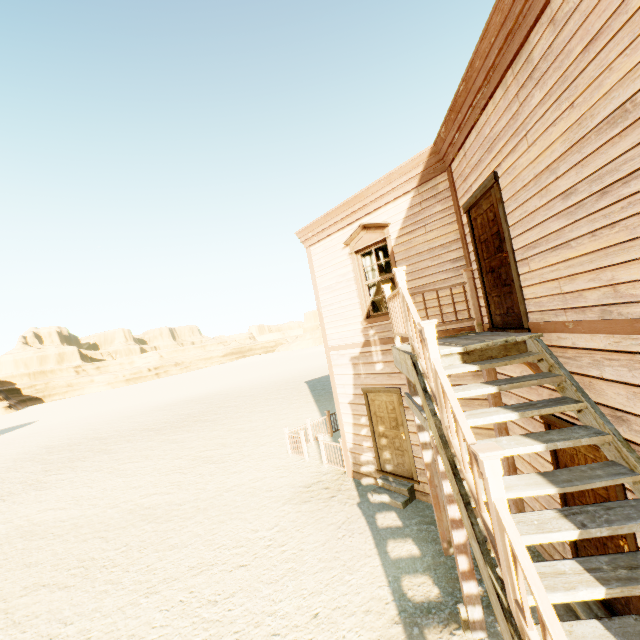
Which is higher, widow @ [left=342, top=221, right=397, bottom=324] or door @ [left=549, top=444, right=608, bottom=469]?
widow @ [left=342, top=221, right=397, bottom=324]

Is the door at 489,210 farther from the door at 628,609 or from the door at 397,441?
the door at 397,441

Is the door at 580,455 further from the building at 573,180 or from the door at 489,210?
the door at 489,210

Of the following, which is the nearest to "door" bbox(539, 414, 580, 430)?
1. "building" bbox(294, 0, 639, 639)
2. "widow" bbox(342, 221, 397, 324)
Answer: "building" bbox(294, 0, 639, 639)

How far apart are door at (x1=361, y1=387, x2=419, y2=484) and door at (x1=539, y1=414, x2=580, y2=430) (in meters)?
3.20

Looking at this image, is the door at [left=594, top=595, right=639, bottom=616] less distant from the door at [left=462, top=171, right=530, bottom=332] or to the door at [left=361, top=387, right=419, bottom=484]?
the door at [left=462, top=171, right=530, bottom=332]

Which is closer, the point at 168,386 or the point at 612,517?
the point at 612,517

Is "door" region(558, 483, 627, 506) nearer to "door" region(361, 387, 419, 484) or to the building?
the building
